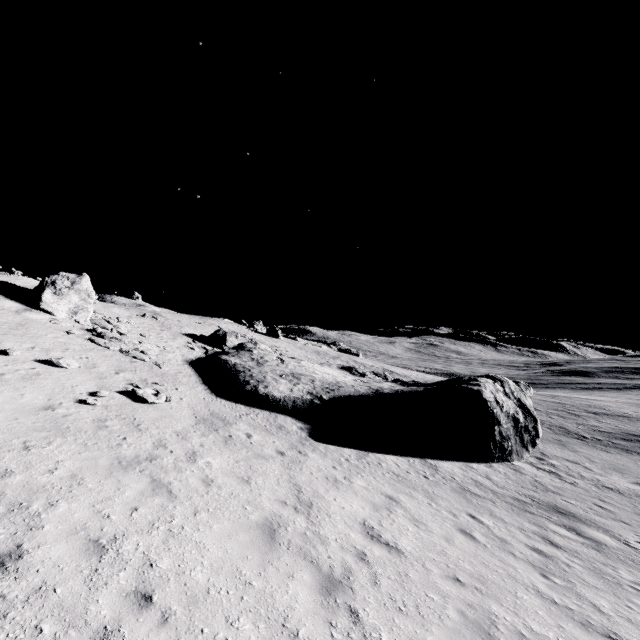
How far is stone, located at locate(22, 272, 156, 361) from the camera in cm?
1971

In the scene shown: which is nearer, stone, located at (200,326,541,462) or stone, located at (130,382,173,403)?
stone, located at (130,382,173,403)

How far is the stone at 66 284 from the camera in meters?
19.7 m

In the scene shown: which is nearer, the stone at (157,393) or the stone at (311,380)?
the stone at (157,393)

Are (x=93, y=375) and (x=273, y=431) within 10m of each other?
yes

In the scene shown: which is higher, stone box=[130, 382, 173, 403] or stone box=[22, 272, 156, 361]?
stone box=[22, 272, 156, 361]

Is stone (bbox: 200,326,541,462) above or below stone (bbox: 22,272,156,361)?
below

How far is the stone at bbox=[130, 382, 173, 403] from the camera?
13.4m
